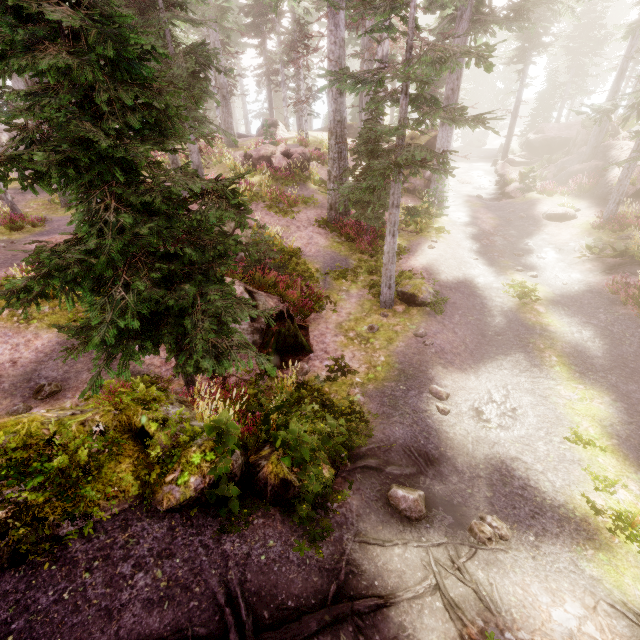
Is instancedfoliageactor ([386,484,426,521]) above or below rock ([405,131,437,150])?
below

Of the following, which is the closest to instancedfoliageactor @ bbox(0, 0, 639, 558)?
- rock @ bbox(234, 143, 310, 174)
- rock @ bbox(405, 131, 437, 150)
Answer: rock @ bbox(405, 131, 437, 150)

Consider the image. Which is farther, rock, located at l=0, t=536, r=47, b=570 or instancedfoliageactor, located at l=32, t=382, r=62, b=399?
instancedfoliageactor, located at l=32, t=382, r=62, b=399

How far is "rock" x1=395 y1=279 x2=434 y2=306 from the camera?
11.16m

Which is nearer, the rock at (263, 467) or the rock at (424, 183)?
the rock at (263, 467)

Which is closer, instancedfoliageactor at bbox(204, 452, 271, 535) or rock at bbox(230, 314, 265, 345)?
instancedfoliageactor at bbox(204, 452, 271, 535)

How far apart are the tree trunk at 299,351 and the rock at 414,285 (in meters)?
3.52

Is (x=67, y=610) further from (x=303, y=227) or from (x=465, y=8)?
(x=465, y=8)
